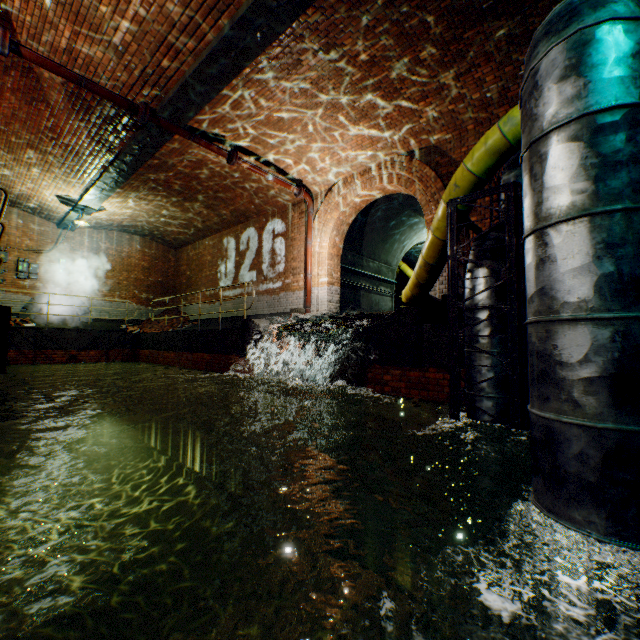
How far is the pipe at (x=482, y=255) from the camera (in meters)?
3.72

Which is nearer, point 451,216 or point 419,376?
point 451,216

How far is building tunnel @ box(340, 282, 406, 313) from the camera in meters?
11.6 m

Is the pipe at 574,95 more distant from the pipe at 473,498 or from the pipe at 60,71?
the pipe at 60,71

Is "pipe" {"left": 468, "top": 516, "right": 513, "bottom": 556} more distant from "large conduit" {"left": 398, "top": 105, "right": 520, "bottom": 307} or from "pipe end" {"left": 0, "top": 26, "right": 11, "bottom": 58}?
"pipe end" {"left": 0, "top": 26, "right": 11, "bottom": 58}

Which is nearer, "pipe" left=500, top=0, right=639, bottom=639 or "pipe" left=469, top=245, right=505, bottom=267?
"pipe" left=500, top=0, right=639, bottom=639

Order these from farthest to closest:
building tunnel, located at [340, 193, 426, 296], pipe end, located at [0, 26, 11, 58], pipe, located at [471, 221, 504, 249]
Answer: building tunnel, located at [340, 193, 426, 296] → pipe end, located at [0, 26, 11, 58] → pipe, located at [471, 221, 504, 249]

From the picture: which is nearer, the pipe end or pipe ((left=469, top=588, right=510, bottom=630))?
pipe ((left=469, top=588, right=510, bottom=630))
